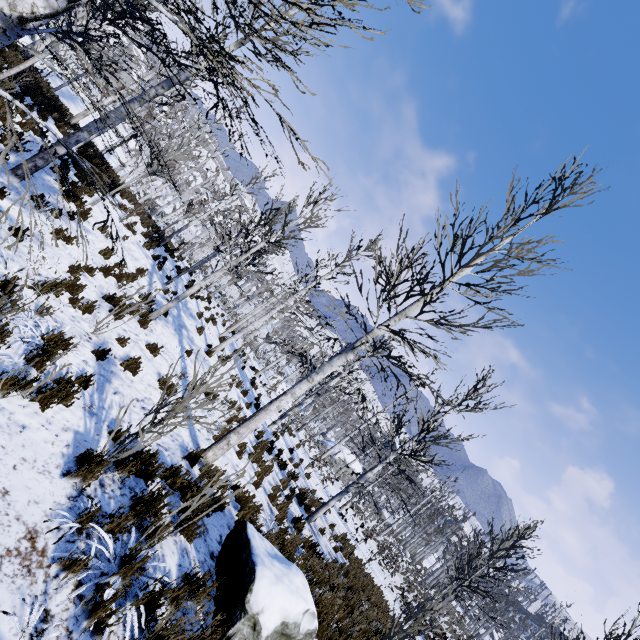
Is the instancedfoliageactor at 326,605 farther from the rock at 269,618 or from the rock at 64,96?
the rock at 64,96

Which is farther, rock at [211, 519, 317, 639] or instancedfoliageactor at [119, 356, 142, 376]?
instancedfoliageactor at [119, 356, 142, 376]

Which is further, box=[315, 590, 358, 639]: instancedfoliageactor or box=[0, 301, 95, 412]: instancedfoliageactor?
box=[315, 590, 358, 639]: instancedfoliageactor

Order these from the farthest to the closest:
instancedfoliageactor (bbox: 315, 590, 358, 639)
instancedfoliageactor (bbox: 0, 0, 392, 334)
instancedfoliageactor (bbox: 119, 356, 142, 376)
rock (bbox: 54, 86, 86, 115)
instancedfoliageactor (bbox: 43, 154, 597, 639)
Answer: rock (bbox: 54, 86, 86, 115) → instancedfoliageactor (bbox: 119, 356, 142, 376) → instancedfoliageactor (bbox: 315, 590, 358, 639) → instancedfoliageactor (bbox: 43, 154, 597, 639) → instancedfoliageactor (bbox: 0, 0, 392, 334)

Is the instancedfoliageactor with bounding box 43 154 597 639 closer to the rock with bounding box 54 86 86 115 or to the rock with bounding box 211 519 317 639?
the rock with bounding box 211 519 317 639

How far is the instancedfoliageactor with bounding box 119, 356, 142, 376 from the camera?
6.6 meters

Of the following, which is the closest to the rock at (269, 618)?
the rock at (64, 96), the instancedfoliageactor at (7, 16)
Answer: the instancedfoliageactor at (7, 16)

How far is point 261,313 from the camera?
29.86m
